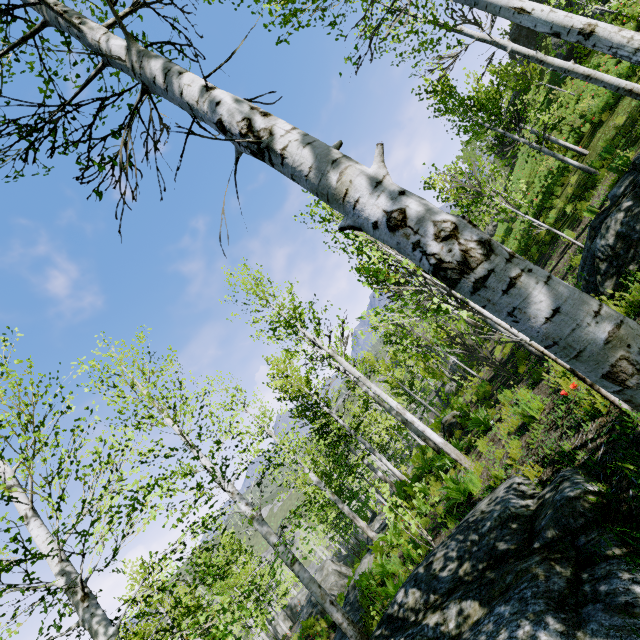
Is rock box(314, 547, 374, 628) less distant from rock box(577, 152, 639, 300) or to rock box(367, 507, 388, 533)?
rock box(367, 507, 388, 533)

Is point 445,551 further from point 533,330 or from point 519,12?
point 519,12

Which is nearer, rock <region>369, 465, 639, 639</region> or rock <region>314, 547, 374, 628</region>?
rock <region>369, 465, 639, 639</region>

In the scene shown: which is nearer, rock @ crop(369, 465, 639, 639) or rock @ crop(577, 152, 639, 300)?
rock @ crop(369, 465, 639, 639)

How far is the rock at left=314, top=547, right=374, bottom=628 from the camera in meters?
10.9

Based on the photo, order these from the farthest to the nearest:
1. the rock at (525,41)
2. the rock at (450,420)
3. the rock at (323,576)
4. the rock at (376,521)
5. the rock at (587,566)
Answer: the rock at (525,41)
the rock at (376,521)
the rock at (450,420)
the rock at (323,576)
the rock at (587,566)

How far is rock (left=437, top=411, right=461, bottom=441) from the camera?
12.9m

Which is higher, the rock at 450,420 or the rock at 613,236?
the rock at 613,236
